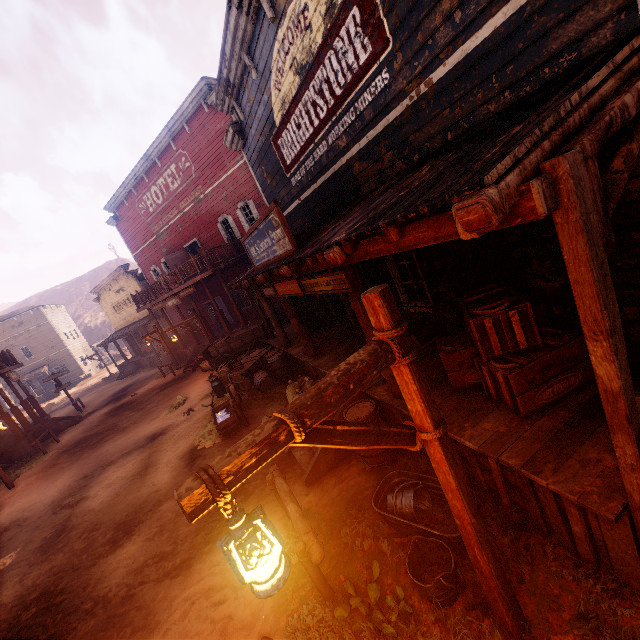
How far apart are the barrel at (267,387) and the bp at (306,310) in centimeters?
114cm

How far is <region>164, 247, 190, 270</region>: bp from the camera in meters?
21.9 m

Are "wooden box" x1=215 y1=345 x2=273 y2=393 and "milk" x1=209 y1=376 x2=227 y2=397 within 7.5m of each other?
yes

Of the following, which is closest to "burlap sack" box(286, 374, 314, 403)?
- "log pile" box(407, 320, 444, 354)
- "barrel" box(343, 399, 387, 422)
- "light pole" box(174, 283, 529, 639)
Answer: "log pile" box(407, 320, 444, 354)

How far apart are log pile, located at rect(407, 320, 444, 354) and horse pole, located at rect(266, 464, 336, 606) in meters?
3.3

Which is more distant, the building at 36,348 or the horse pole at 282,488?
the building at 36,348

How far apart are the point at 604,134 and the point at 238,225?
18.3m

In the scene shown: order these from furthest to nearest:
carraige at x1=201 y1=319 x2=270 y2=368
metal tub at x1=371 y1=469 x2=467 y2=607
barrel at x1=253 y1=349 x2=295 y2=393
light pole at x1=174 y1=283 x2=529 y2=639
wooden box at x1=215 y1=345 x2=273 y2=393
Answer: carraige at x1=201 y1=319 x2=270 y2=368, wooden box at x1=215 y1=345 x2=273 y2=393, barrel at x1=253 y1=349 x2=295 y2=393, metal tub at x1=371 y1=469 x2=467 y2=607, light pole at x1=174 y1=283 x2=529 y2=639
